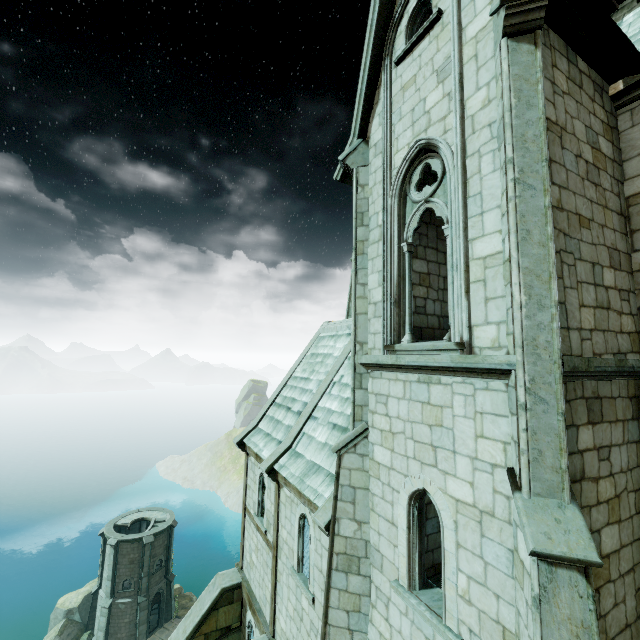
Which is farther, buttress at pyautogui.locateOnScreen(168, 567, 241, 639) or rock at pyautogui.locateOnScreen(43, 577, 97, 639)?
rock at pyautogui.locateOnScreen(43, 577, 97, 639)

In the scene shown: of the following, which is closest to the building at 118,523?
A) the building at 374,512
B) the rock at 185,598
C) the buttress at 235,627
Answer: the rock at 185,598

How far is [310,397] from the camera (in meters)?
13.24

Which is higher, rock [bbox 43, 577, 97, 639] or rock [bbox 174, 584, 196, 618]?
rock [bbox 43, 577, 97, 639]

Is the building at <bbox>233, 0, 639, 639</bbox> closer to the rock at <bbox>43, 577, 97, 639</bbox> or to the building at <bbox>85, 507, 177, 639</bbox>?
the rock at <bbox>43, 577, 97, 639</bbox>

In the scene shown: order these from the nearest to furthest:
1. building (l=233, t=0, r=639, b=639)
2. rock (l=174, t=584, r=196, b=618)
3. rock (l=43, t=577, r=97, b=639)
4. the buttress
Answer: building (l=233, t=0, r=639, b=639) < the buttress < rock (l=43, t=577, r=97, b=639) < rock (l=174, t=584, r=196, b=618)

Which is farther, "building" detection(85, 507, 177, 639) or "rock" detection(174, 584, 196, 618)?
"rock" detection(174, 584, 196, 618)

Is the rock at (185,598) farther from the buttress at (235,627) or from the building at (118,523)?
the buttress at (235,627)
